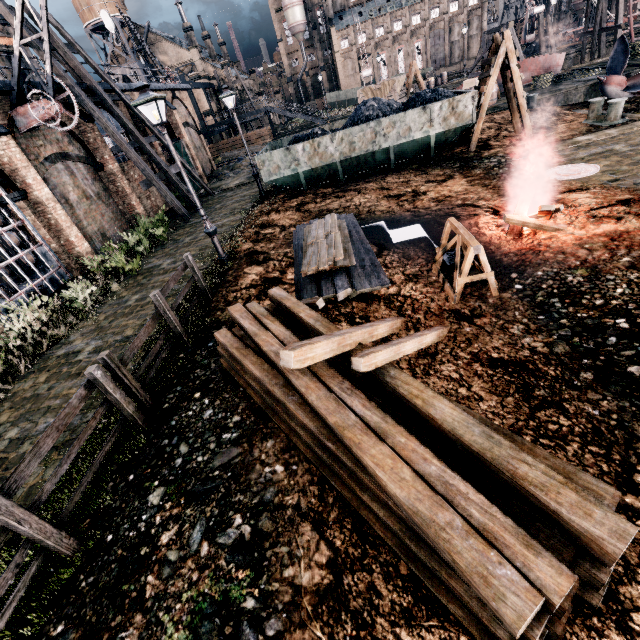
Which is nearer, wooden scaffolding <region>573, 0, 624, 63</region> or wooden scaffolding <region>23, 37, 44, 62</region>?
wooden scaffolding <region>23, 37, 44, 62</region>

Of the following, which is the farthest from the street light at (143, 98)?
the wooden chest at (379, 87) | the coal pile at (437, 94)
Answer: the wooden chest at (379, 87)

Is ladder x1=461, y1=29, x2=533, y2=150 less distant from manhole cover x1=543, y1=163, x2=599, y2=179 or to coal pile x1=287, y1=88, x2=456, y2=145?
coal pile x1=287, y1=88, x2=456, y2=145

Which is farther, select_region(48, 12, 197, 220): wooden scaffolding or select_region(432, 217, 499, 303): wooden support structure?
select_region(48, 12, 197, 220): wooden scaffolding

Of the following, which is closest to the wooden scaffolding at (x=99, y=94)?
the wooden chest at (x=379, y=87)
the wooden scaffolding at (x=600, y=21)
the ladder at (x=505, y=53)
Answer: the wooden chest at (x=379, y=87)

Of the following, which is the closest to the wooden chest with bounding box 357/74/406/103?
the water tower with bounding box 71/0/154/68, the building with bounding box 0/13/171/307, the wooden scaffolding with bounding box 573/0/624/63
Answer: the building with bounding box 0/13/171/307

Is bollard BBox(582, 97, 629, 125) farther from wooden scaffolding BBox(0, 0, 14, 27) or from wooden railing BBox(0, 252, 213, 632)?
wooden scaffolding BBox(0, 0, 14, 27)

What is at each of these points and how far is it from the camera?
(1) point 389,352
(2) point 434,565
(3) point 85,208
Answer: (1) wooden beam, 4.21m
(2) wood pile, 2.99m
(3) building, 17.64m
